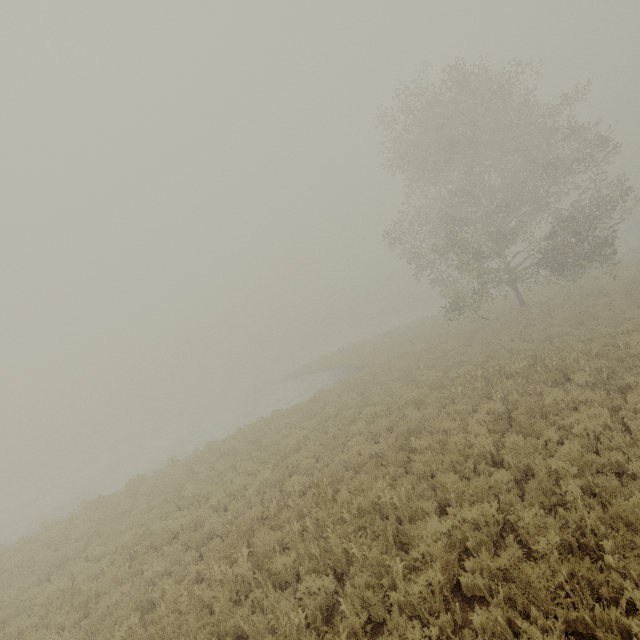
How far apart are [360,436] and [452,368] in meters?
5.9
